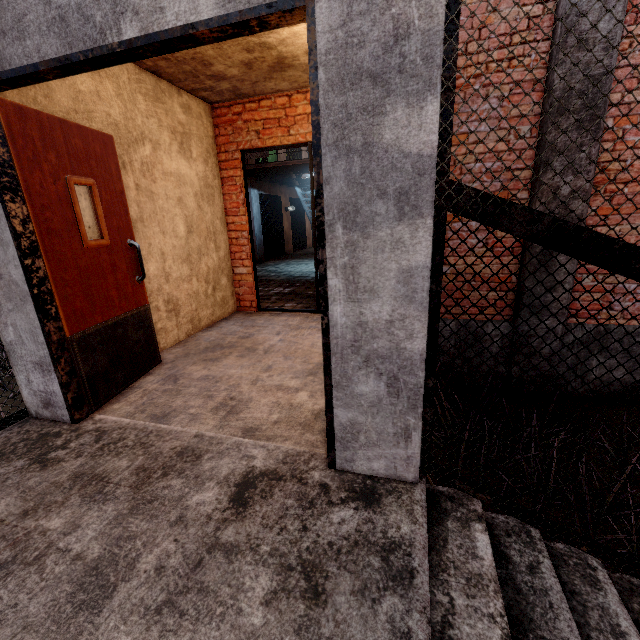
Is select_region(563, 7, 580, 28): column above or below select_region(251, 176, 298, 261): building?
above

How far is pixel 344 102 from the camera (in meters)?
1.30

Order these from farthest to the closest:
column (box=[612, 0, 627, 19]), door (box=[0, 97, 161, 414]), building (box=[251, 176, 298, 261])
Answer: building (box=[251, 176, 298, 261]) → column (box=[612, 0, 627, 19]) → door (box=[0, 97, 161, 414])

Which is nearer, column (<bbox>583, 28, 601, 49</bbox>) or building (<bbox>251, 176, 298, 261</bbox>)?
column (<bbox>583, 28, 601, 49</bbox>)

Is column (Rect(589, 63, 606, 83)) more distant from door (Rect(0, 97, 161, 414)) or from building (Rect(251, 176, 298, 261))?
building (Rect(251, 176, 298, 261))

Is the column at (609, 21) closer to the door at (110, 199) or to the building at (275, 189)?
the door at (110, 199)

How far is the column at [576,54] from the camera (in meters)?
3.21

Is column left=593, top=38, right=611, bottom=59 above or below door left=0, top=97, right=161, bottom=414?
above
